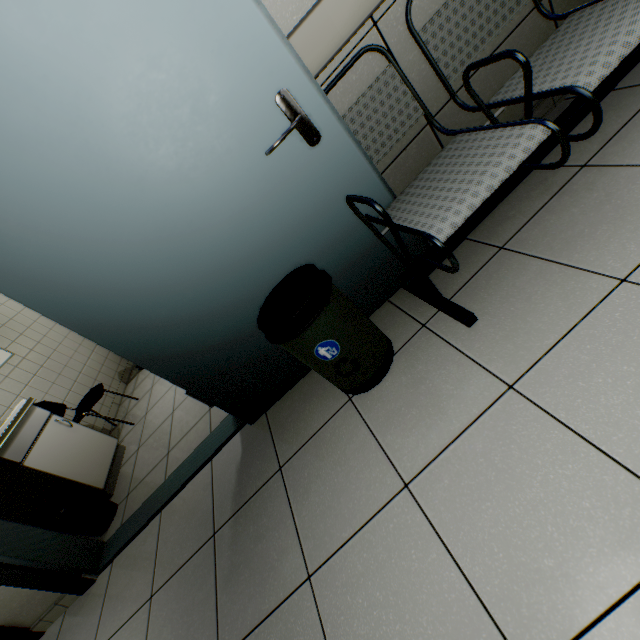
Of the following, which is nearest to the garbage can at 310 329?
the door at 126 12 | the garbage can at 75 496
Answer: the door at 126 12

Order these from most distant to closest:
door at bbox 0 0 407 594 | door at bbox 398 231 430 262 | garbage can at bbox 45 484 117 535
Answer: garbage can at bbox 45 484 117 535, door at bbox 398 231 430 262, door at bbox 0 0 407 594

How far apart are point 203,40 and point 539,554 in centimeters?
183cm

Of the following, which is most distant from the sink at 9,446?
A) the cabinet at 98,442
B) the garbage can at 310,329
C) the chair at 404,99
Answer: the chair at 404,99

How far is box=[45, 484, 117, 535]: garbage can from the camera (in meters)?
2.32

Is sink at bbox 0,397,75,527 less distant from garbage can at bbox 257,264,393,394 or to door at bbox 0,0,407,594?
door at bbox 0,0,407,594

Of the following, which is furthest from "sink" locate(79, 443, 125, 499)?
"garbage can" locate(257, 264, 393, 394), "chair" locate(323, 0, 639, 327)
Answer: "chair" locate(323, 0, 639, 327)

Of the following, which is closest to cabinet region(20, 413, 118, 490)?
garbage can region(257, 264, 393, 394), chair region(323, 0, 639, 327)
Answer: garbage can region(257, 264, 393, 394)
